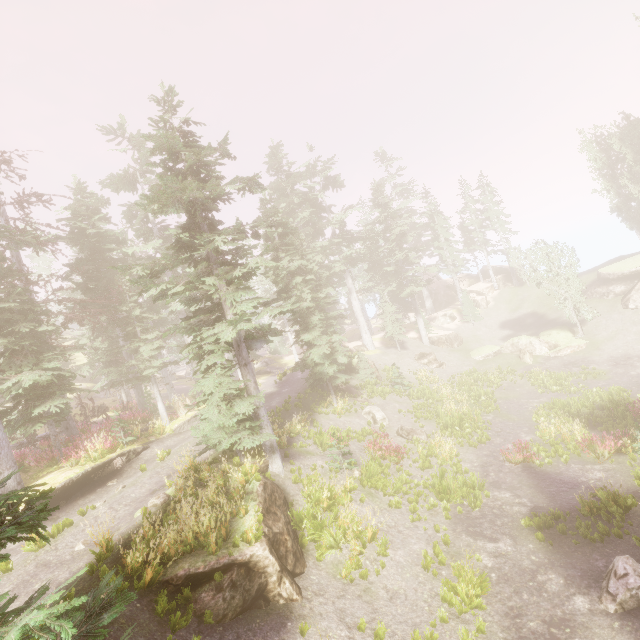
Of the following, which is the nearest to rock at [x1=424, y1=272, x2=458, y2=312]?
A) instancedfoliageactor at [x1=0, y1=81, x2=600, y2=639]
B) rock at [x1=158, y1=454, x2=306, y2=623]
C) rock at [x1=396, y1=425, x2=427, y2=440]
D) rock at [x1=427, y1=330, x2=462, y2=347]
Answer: instancedfoliageactor at [x1=0, y1=81, x2=600, y2=639]

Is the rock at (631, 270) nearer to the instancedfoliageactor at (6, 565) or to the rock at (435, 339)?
the instancedfoliageactor at (6, 565)

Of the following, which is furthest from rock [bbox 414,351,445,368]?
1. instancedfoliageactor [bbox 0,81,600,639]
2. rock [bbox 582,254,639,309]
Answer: rock [bbox 582,254,639,309]

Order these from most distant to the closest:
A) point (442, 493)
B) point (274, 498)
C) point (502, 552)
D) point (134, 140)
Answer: point (134, 140), point (442, 493), point (274, 498), point (502, 552)

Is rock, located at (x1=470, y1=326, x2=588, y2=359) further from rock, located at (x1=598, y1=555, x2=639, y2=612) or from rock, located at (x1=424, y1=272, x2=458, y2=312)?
rock, located at (x1=598, y1=555, x2=639, y2=612)

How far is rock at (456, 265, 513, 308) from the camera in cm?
→ 4622

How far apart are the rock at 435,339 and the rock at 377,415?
18.31m

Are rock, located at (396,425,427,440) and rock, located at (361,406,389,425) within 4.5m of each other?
yes
